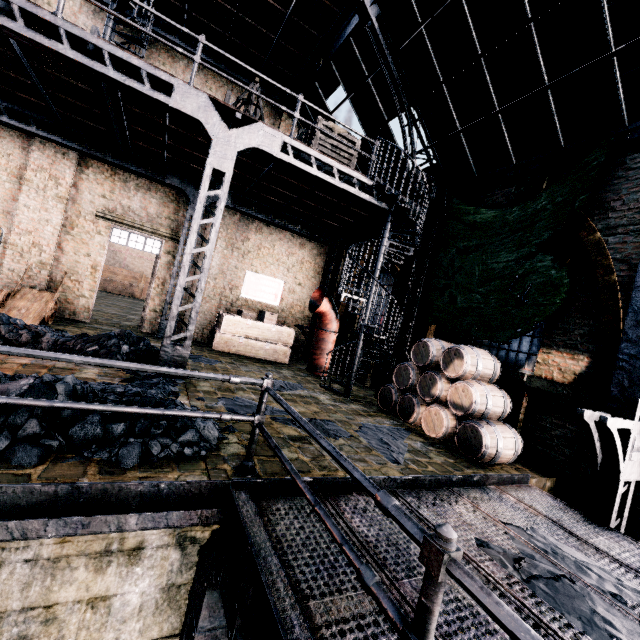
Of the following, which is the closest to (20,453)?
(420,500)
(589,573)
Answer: (420,500)

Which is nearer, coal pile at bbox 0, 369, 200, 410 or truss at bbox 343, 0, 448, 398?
coal pile at bbox 0, 369, 200, 410

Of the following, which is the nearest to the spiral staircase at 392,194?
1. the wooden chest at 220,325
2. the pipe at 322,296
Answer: the pipe at 322,296

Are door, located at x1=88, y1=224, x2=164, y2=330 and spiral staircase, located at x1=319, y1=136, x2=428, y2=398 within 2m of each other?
no

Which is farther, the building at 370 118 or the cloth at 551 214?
the building at 370 118

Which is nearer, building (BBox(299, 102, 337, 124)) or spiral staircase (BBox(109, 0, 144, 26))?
Result: spiral staircase (BBox(109, 0, 144, 26))

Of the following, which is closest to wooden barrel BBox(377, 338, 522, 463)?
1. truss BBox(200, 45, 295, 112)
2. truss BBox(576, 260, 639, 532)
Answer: truss BBox(576, 260, 639, 532)

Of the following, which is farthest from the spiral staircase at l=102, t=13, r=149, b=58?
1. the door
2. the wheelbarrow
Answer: the wheelbarrow
